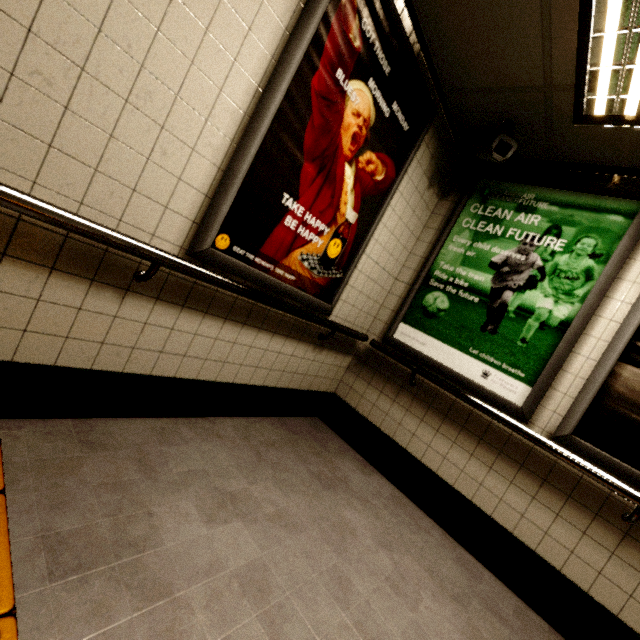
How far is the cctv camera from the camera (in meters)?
Result: 2.31

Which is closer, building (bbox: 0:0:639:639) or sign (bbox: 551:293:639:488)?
building (bbox: 0:0:639:639)

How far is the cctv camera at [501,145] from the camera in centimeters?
231cm

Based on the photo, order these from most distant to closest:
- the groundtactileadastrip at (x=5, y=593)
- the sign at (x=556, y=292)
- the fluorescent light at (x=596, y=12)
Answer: the sign at (x=556, y=292), the fluorescent light at (x=596, y=12), the groundtactileadastrip at (x=5, y=593)

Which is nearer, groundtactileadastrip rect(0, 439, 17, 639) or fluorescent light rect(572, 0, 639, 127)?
groundtactileadastrip rect(0, 439, 17, 639)

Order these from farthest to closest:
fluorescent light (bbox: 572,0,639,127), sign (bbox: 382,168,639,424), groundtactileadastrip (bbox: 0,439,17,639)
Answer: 1. sign (bbox: 382,168,639,424)
2. fluorescent light (bbox: 572,0,639,127)
3. groundtactileadastrip (bbox: 0,439,17,639)

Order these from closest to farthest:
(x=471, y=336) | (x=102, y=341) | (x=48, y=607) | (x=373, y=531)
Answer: (x=48, y=607)
(x=102, y=341)
(x=373, y=531)
(x=471, y=336)

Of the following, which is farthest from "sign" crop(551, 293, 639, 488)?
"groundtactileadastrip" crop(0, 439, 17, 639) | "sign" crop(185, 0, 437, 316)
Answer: "sign" crop(185, 0, 437, 316)
